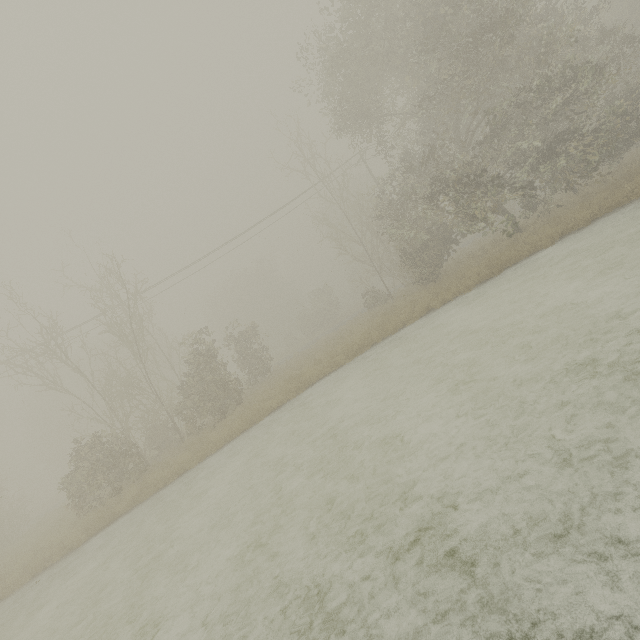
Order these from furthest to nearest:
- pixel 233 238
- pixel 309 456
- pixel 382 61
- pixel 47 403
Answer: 1. pixel 47 403
2. pixel 233 238
3. pixel 382 61
4. pixel 309 456
